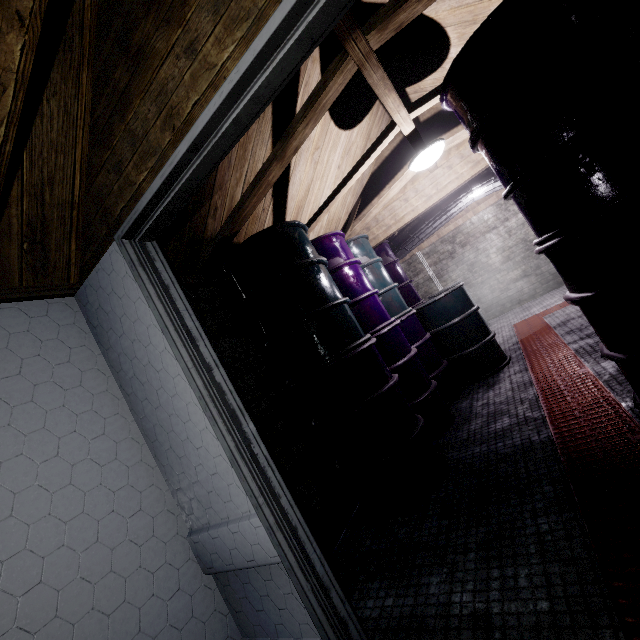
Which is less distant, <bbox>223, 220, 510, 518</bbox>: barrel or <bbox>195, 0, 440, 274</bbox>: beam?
<bbox>195, 0, 440, 274</bbox>: beam

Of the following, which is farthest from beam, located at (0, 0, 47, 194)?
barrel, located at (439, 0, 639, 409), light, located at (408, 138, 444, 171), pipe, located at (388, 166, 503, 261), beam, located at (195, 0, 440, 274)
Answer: pipe, located at (388, 166, 503, 261)

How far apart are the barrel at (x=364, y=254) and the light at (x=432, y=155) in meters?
1.1 m

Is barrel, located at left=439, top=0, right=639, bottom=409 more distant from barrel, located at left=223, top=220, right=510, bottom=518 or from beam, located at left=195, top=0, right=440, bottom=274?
barrel, located at left=223, top=220, right=510, bottom=518

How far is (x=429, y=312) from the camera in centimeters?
368cm

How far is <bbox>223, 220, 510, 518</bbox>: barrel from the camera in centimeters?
210cm

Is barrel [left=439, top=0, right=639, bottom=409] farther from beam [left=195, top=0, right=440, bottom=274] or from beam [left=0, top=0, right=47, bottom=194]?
beam [left=0, top=0, right=47, bottom=194]

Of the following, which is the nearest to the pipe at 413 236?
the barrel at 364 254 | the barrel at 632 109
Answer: the barrel at 632 109
